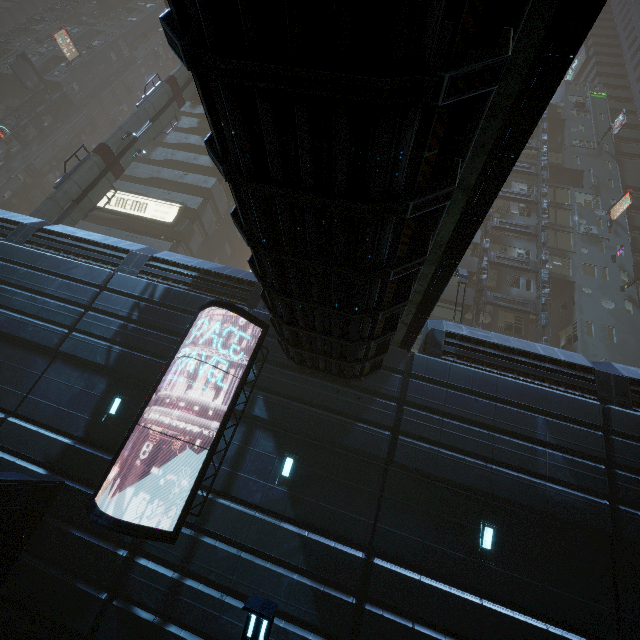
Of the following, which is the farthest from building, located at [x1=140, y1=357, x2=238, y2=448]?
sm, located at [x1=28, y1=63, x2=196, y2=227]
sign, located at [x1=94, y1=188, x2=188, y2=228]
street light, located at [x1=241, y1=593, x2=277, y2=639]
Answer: street light, located at [x1=241, y1=593, x2=277, y2=639]

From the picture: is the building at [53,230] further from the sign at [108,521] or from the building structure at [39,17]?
the building structure at [39,17]

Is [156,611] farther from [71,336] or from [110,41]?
[110,41]

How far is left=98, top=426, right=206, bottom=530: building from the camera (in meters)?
8.93

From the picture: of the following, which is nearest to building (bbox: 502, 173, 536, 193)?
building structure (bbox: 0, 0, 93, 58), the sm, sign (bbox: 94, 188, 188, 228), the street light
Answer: sign (bbox: 94, 188, 188, 228)

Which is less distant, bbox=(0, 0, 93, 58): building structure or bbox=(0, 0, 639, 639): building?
bbox=(0, 0, 639, 639): building

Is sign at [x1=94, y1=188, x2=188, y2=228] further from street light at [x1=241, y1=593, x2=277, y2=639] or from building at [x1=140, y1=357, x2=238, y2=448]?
street light at [x1=241, y1=593, x2=277, y2=639]

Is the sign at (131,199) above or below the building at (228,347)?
above
